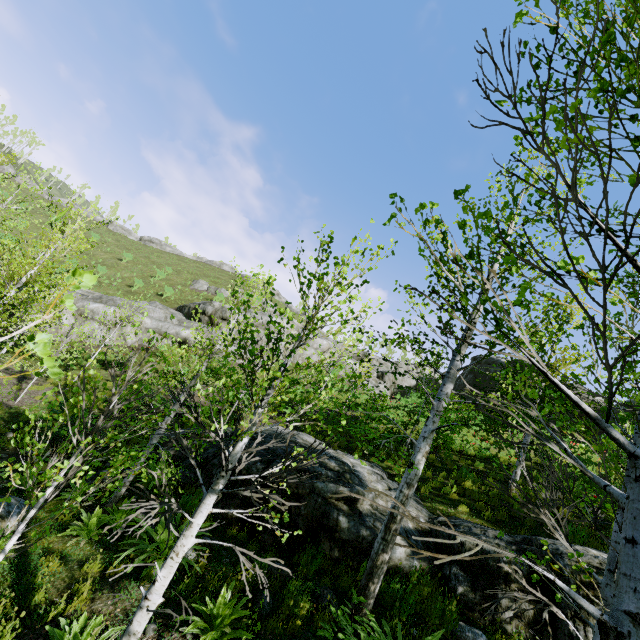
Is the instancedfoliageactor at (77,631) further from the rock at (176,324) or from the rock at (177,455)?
the rock at (176,324)

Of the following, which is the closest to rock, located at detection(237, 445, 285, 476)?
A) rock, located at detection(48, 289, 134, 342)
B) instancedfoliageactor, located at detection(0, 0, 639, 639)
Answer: instancedfoliageactor, located at detection(0, 0, 639, 639)

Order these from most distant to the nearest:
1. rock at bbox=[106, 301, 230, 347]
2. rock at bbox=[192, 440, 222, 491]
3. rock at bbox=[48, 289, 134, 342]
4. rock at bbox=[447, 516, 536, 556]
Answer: rock at bbox=[106, 301, 230, 347]
rock at bbox=[48, 289, 134, 342]
rock at bbox=[192, 440, 222, 491]
rock at bbox=[447, 516, 536, 556]

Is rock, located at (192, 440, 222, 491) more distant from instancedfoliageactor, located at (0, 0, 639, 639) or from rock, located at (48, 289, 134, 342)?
rock, located at (48, 289, 134, 342)

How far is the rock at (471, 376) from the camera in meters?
31.5 m

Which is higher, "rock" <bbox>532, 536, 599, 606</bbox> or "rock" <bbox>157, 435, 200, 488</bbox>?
"rock" <bbox>532, 536, 599, 606</bbox>

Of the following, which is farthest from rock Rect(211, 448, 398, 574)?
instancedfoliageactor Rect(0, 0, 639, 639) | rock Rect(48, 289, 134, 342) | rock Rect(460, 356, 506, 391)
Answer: rock Rect(460, 356, 506, 391)

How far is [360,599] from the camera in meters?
4.6 m
